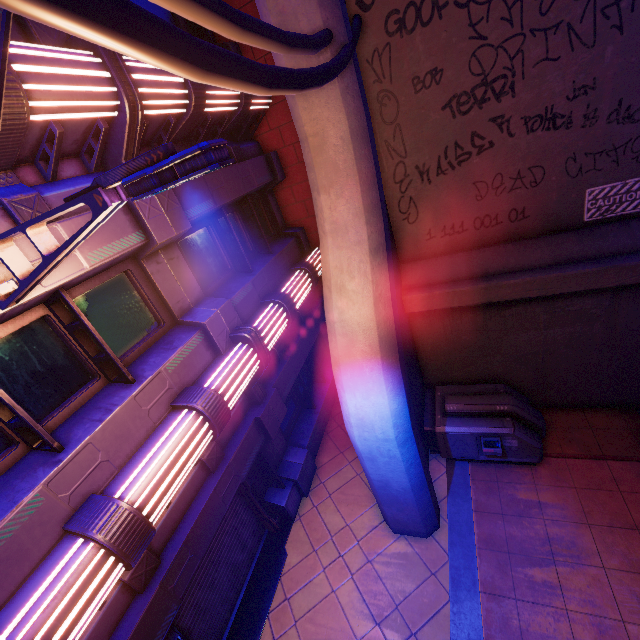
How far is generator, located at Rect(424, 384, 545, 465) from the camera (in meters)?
6.77

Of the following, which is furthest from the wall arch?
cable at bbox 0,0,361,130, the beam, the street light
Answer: the street light

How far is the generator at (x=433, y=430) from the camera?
6.8m

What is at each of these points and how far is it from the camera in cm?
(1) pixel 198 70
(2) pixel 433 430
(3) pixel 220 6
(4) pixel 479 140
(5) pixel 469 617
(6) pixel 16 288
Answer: (1) cable, 158
(2) generator, 736
(3) cable, 209
(4) wall arch, 593
(5) beam, 540
(6) street light, 337

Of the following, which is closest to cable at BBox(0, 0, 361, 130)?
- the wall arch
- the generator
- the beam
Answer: the wall arch

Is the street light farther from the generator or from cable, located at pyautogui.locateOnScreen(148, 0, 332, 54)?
the generator

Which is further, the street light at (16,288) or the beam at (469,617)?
the beam at (469,617)

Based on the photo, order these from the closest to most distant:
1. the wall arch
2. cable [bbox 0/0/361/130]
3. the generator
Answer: cable [bbox 0/0/361/130] → the wall arch → the generator
